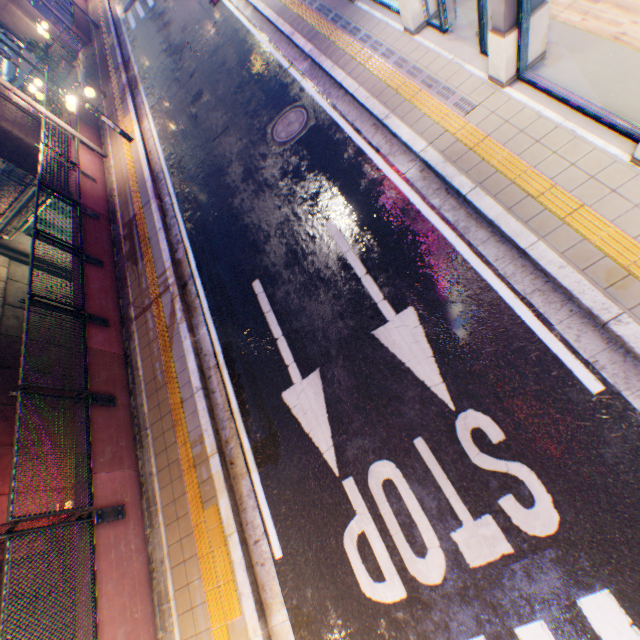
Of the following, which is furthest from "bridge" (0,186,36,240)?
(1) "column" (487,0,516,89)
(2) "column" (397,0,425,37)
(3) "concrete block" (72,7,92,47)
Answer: A: (1) "column" (487,0,516,89)

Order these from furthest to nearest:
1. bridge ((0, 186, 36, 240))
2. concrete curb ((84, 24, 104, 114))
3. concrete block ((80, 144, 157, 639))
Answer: bridge ((0, 186, 36, 240))
concrete curb ((84, 24, 104, 114))
concrete block ((80, 144, 157, 639))

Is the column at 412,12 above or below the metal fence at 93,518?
below

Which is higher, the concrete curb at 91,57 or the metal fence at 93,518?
the metal fence at 93,518

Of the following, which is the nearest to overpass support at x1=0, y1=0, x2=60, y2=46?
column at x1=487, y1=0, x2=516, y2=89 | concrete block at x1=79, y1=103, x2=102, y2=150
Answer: concrete block at x1=79, y1=103, x2=102, y2=150

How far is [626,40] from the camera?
4.9m

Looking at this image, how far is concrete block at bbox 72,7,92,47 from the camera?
20.3 meters

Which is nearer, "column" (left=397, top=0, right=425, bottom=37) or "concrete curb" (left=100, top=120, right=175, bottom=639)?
"concrete curb" (left=100, top=120, right=175, bottom=639)
